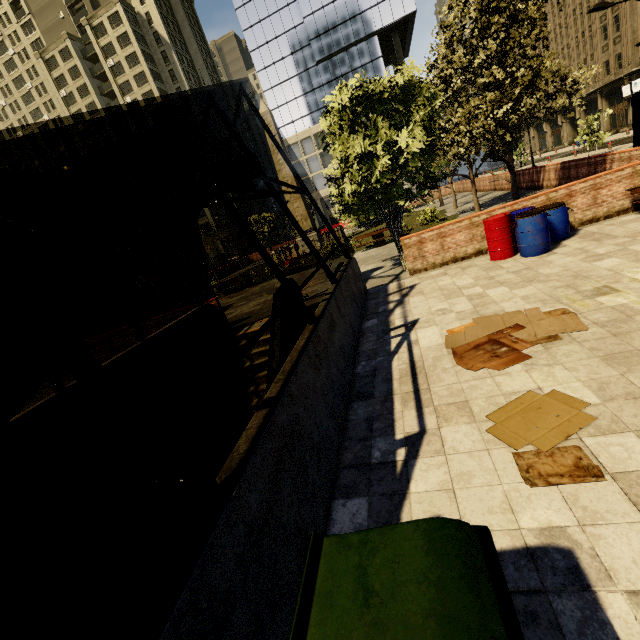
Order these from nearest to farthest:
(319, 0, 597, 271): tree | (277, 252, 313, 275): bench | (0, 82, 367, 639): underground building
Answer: (0, 82, 367, 639): underground building, (319, 0, 597, 271): tree, (277, 252, 313, 275): bench

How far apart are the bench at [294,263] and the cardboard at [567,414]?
16.9 meters

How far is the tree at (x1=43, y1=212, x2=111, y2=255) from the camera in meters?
12.6 m

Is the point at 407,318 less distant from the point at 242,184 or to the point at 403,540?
the point at 403,540

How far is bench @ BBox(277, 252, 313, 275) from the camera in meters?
20.1 m

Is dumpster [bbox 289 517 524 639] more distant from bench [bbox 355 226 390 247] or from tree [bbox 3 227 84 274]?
bench [bbox 355 226 390 247]

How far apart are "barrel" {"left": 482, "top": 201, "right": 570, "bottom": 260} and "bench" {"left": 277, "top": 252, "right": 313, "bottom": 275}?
12.0m

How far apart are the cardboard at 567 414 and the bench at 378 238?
15.7 meters
